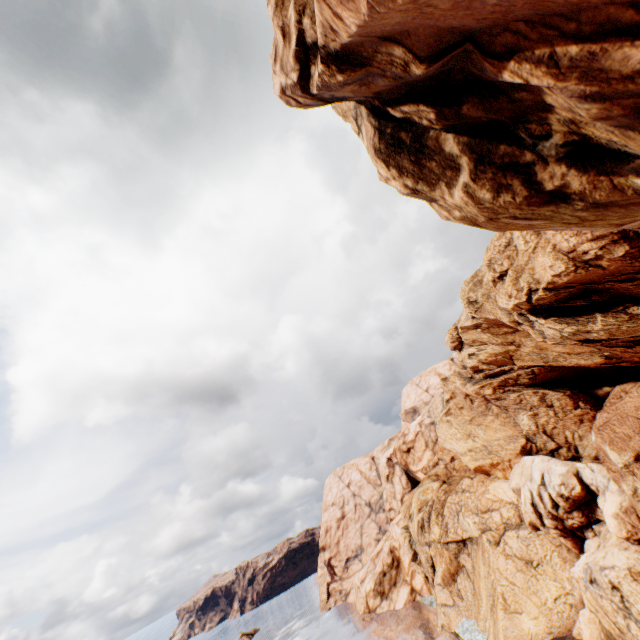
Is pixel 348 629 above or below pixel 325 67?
below
